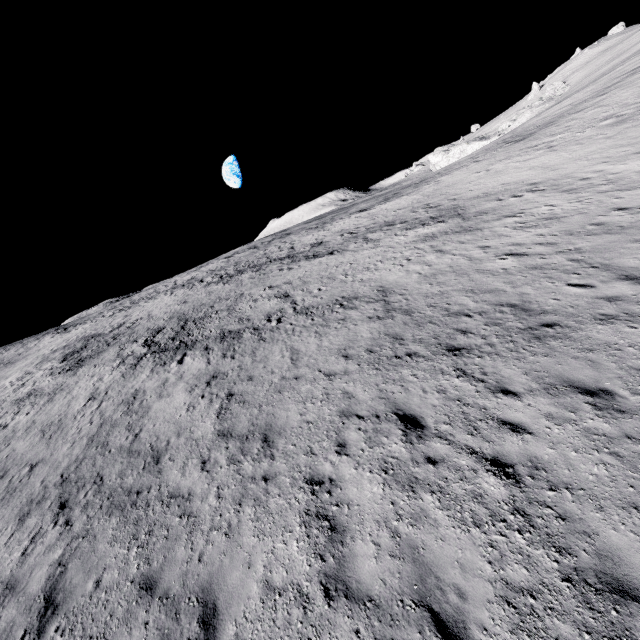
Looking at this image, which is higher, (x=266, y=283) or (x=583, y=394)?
(x=266, y=283)
